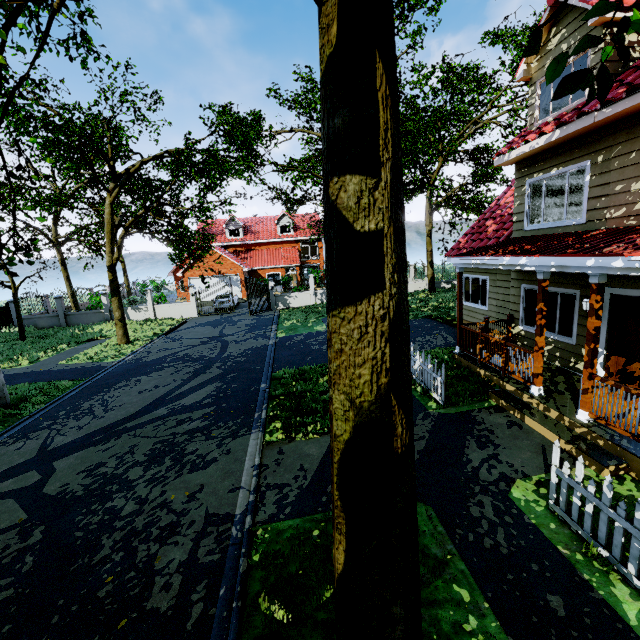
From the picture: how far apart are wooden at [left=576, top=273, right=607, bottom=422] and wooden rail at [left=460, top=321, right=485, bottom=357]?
3.3m

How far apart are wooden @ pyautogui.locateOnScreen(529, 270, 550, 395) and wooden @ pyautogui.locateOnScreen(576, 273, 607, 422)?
0.98m

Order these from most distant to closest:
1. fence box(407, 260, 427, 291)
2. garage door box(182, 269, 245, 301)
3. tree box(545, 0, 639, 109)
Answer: garage door box(182, 269, 245, 301) < fence box(407, 260, 427, 291) < tree box(545, 0, 639, 109)

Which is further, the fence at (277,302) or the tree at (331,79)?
the fence at (277,302)

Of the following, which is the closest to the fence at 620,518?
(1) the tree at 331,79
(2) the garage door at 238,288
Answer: (1) the tree at 331,79

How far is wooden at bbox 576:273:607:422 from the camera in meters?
5.5

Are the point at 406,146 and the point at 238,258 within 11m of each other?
no

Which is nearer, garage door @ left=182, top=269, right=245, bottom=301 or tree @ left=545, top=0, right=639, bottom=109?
tree @ left=545, top=0, right=639, bottom=109
